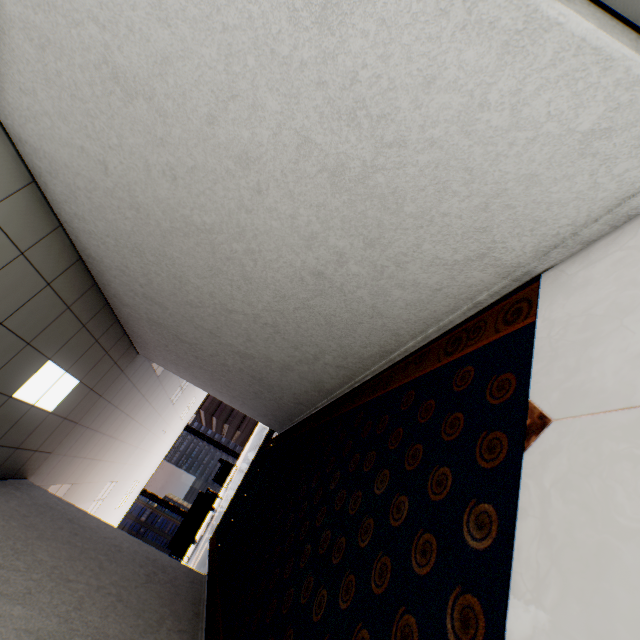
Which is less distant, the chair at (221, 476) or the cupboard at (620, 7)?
the cupboard at (620, 7)

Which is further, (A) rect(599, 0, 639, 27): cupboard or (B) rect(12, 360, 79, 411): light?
(B) rect(12, 360, 79, 411): light

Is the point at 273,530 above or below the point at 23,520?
below

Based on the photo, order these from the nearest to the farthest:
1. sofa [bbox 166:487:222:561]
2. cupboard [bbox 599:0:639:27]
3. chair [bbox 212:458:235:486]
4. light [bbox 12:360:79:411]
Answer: cupboard [bbox 599:0:639:27] < light [bbox 12:360:79:411] < sofa [bbox 166:487:222:561] < chair [bbox 212:458:235:486]

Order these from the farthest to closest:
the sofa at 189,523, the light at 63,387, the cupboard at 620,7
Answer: the sofa at 189,523, the light at 63,387, the cupboard at 620,7

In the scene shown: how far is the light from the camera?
3.63m

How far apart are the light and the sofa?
7.6 meters

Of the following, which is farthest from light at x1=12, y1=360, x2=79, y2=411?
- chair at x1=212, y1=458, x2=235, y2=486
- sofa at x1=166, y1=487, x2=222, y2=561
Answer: chair at x1=212, y1=458, x2=235, y2=486
